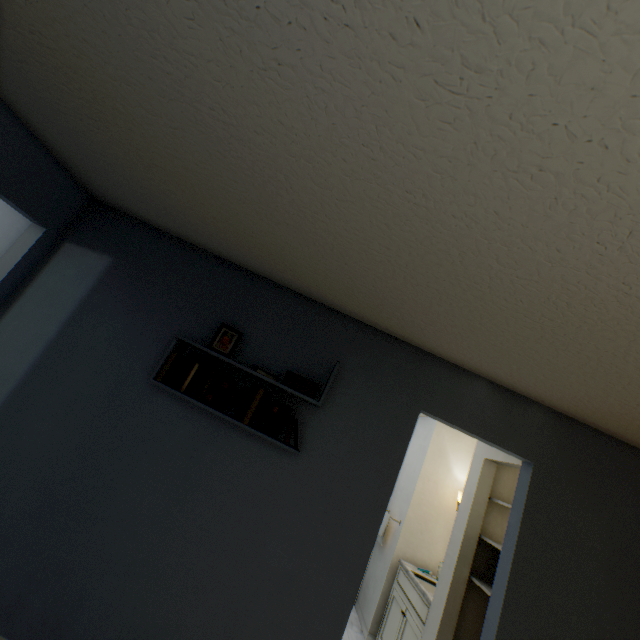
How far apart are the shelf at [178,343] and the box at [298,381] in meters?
0.0 m

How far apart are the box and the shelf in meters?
0.0

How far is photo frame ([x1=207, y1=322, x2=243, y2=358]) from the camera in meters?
2.1 m

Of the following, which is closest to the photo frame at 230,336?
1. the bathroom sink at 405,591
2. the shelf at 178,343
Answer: the shelf at 178,343

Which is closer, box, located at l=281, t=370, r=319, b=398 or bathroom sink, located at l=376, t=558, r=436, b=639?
box, located at l=281, t=370, r=319, b=398

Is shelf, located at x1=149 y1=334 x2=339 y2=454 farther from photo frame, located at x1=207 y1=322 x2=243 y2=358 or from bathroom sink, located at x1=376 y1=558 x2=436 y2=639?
bathroom sink, located at x1=376 y1=558 x2=436 y2=639

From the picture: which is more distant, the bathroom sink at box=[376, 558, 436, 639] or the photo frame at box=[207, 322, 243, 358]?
the bathroom sink at box=[376, 558, 436, 639]

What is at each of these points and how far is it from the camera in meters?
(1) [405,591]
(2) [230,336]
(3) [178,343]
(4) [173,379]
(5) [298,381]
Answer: (1) bathroom sink, 3.2
(2) photo frame, 2.1
(3) shelf, 2.0
(4) book set, 1.9
(5) box, 2.0
